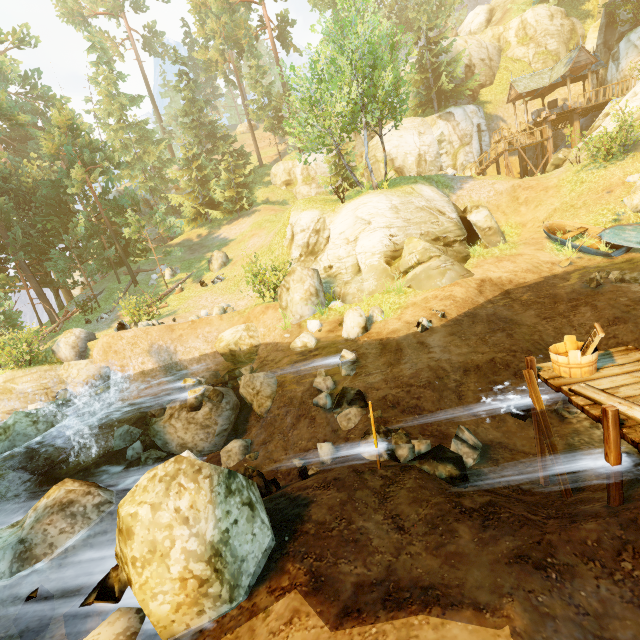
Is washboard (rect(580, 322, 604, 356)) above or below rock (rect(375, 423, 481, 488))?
above

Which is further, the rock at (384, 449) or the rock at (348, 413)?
the rock at (348, 413)

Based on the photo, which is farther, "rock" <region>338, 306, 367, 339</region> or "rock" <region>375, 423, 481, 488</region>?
"rock" <region>338, 306, 367, 339</region>

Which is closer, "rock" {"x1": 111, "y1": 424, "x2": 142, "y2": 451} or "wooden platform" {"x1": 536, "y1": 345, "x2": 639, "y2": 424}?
"wooden platform" {"x1": 536, "y1": 345, "x2": 639, "y2": 424}

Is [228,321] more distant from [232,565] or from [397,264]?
[232,565]

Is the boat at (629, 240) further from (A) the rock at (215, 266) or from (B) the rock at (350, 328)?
(A) the rock at (215, 266)

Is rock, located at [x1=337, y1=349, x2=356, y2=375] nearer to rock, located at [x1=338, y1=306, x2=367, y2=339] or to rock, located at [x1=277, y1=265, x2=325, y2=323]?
rock, located at [x1=338, y1=306, x2=367, y2=339]

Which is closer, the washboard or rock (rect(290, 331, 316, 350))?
the washboard
